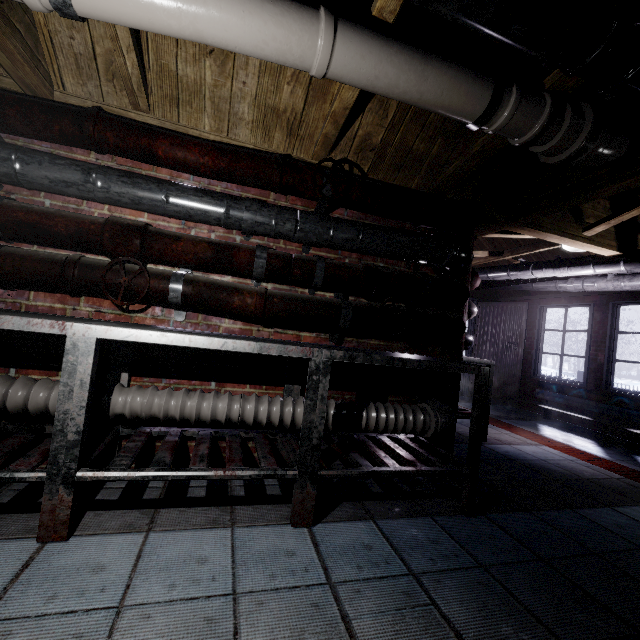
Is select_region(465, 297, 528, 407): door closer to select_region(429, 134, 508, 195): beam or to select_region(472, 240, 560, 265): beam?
select_region(472, 240, 560, 265): beam

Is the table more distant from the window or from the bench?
the window

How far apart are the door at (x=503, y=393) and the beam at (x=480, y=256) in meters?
0.3 m

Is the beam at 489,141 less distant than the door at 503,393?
Yes

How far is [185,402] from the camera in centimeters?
173cm

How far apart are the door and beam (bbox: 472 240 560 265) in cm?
33

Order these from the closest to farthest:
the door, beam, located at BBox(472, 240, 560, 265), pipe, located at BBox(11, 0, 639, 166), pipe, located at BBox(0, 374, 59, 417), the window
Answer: pipe, located at BBox(11, 0, 639, 166) → pipe, located at BBox(0, 374, 59, 417) → beam, located at BBox(472, 240, 560, 265) → the window → the door

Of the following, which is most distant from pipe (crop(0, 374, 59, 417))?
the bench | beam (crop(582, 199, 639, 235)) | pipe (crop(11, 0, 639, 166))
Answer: the bench
